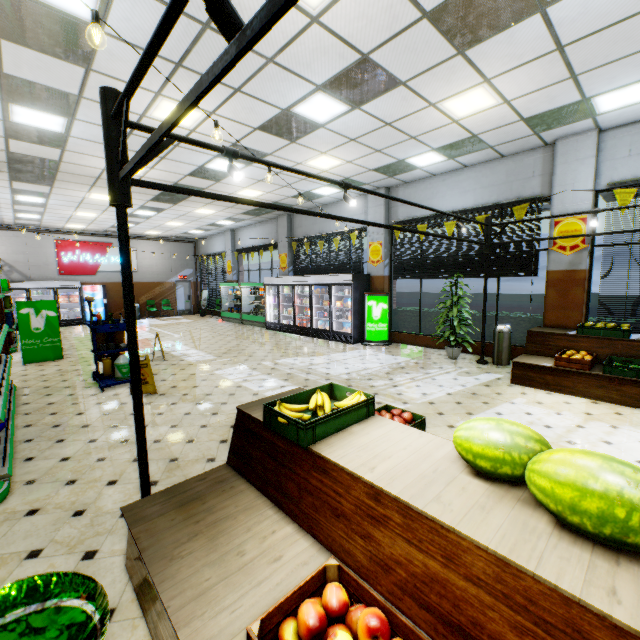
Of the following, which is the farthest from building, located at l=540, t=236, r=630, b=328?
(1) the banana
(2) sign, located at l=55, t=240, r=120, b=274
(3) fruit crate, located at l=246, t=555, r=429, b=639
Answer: (1) the banana

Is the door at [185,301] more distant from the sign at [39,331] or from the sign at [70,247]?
the sign at [39,331]

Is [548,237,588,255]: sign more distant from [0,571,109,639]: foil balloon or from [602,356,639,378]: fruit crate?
[0,571,109,639]: foil balloon

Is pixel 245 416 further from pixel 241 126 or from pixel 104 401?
pixel 241 126

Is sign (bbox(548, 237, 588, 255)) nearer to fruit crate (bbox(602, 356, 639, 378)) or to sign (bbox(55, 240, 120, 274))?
fruit crate (bbox(602, 356, 639, 378))

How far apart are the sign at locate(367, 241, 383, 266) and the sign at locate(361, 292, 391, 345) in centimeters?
97cm

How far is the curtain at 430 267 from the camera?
8.4m

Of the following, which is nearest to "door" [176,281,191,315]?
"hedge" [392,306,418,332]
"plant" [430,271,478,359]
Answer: "hedge" [392,306,418,332]
